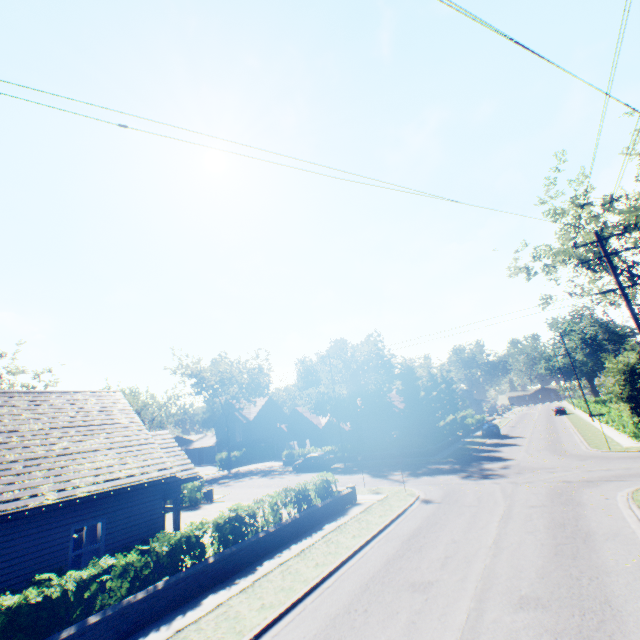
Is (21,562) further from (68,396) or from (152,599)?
(68,396)

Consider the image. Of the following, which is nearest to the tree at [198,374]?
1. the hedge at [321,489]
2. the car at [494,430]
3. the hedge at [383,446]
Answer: the hedge at [383,446]

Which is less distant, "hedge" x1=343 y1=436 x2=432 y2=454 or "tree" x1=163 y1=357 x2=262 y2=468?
"hedge" x1=343 y1=436 x2=432 y2=454

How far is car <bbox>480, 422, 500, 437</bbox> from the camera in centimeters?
3997cm

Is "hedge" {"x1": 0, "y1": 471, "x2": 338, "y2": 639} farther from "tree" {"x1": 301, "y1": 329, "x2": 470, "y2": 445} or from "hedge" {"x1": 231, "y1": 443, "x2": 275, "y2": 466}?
"hedge" {"x1": 231, "y1": 443, "x2": 275, "y2": 466}

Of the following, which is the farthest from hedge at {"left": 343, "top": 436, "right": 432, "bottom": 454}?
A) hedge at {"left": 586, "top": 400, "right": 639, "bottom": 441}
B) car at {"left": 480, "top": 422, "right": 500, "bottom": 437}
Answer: hedge at {"left": 586, "top": 400, "right": 639, "bottom": 441}

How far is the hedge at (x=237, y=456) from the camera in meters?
50.5

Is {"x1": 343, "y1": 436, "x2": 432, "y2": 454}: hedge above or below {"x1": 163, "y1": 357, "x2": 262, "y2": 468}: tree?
below
